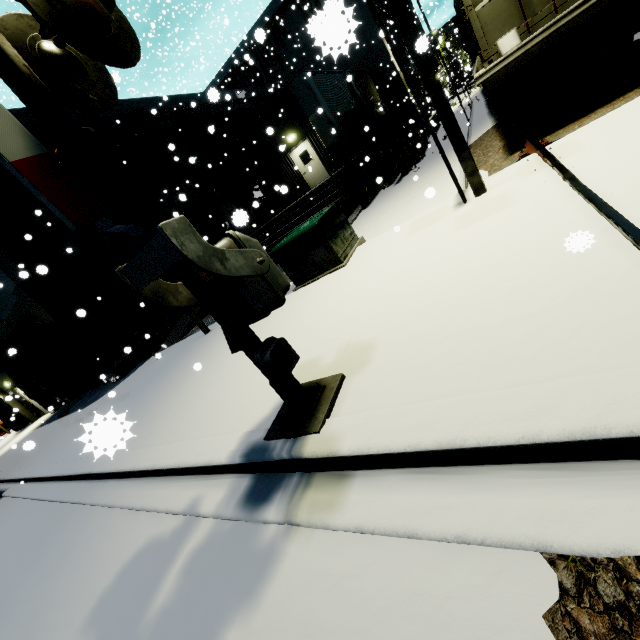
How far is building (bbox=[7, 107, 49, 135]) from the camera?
12.8m

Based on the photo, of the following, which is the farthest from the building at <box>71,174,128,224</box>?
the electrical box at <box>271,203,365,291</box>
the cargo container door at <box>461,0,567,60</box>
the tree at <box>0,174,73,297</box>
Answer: the cargo container door at <box>461,0,567,60</box>

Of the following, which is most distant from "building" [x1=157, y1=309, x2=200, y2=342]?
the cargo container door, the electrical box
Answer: the cargo container door

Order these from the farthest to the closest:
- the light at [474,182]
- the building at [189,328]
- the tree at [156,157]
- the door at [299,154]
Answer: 1. the door at [299,154]
2. the tree at [156,157]
3. the building at [189,328]
4. the light at [474,182]

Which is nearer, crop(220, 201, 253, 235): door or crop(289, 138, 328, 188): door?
crop(220, 201, 253, 235): door

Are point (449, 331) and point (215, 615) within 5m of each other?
yes

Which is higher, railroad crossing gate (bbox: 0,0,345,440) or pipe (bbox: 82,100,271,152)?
pipe (bbox: 82,100,271,152)

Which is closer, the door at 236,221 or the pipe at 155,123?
the door at 236,221
